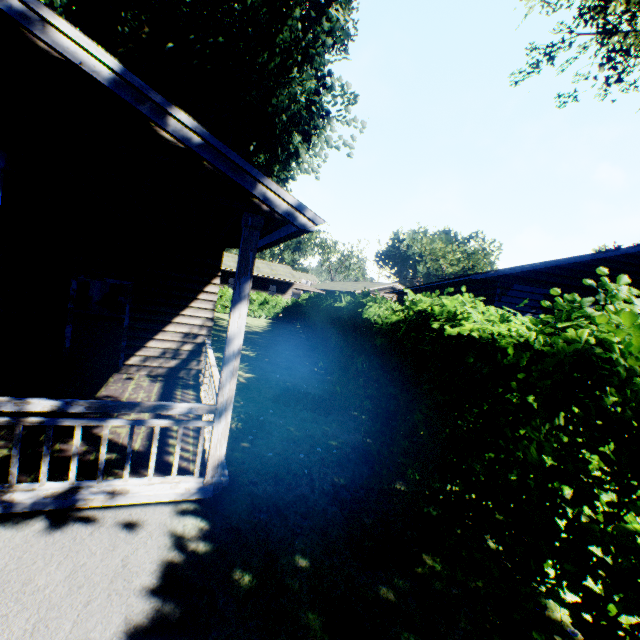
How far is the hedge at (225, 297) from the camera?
28.5 meters

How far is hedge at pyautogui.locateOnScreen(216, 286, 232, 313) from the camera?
28.5 meters

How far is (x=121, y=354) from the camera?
7.9 meters

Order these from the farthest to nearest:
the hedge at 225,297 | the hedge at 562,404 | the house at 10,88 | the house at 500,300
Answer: the hedge at 225,297 < the house at 500,300 < the house at 10,88 < the hedge at 562,404

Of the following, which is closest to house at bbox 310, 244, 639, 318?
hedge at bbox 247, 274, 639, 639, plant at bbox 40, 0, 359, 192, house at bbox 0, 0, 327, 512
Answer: hedge at bbox 247, 274, 639, 639

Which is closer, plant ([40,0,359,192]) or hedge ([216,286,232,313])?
plant ([40,0,359,192])

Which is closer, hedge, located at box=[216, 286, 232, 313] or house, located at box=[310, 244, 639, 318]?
house, located at box=[310, 244, 639, 318]
